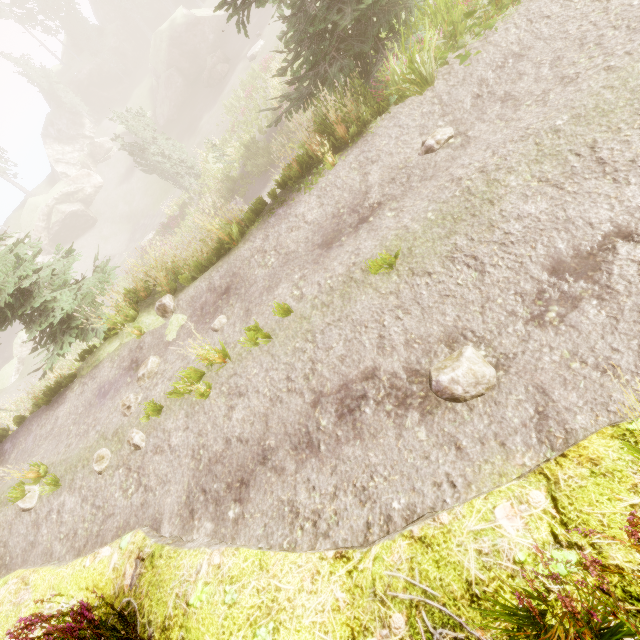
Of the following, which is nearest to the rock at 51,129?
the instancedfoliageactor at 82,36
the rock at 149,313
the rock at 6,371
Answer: → the instancedfoliageactor at 82,36

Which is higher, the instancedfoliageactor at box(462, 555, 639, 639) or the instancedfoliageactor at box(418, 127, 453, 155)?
the instancedfoliageactor at box(462, 555, 639, 639)

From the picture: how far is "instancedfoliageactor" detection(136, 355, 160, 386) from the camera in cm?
724

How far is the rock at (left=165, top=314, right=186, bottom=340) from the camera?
7.8m

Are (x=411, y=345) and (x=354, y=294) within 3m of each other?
yes

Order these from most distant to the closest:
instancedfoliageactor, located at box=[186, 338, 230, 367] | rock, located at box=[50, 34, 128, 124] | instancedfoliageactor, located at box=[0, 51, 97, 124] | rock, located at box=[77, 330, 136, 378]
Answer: rock, located at box=[50, 34, 128, 124] < instancedfoliageactor, located at box=[0, 51, 97, 124] < rock, located at box=[77, 330, 136, 378] < instancedfoliageactor, located at box=[186, 338, 230, 367]

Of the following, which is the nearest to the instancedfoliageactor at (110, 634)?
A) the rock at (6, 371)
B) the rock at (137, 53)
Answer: the rock at (137, 53)
